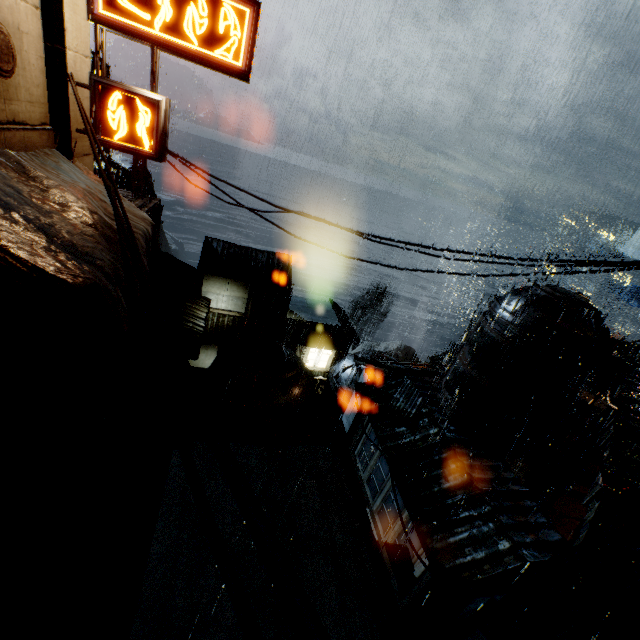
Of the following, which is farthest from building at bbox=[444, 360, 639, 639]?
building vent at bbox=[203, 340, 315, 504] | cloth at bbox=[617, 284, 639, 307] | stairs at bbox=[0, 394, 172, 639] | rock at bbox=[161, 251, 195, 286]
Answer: cloth at bbox=[617, 284, 639, 307]

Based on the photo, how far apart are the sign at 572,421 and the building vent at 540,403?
0.0 meters

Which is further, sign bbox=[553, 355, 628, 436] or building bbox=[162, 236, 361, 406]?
building bbox=[162, 236, 361, 406]

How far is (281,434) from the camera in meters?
18.6 m

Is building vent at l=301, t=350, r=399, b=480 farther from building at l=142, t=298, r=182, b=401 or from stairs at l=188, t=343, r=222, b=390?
stairs at l=188, t=343, r=222, b=390

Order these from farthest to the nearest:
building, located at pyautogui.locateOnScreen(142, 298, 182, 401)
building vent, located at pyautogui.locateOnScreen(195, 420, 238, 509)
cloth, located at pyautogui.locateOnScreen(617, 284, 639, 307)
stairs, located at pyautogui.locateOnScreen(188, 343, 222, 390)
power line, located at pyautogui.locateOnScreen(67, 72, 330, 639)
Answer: cloth, located at pyautogui.locateOnScreen(617, 284, 639, 307) → stairs, located at pyautogui.locateOnScreen(188, 343, 222, 390) → building, located at pyautogui.locateOnScreen(142, 298, 182, 401) → building vent, located at pyautogui.locateOnScreen(195, 420, 238, 509) → power line, located at pyautogui.locateOnScreen(67, 72, 330, 639)

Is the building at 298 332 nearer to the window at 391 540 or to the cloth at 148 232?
the cloth at 148 232

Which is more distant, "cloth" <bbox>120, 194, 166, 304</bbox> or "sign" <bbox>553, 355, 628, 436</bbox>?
"sign" <bbox>553, 355, 628, 436</bbox>
